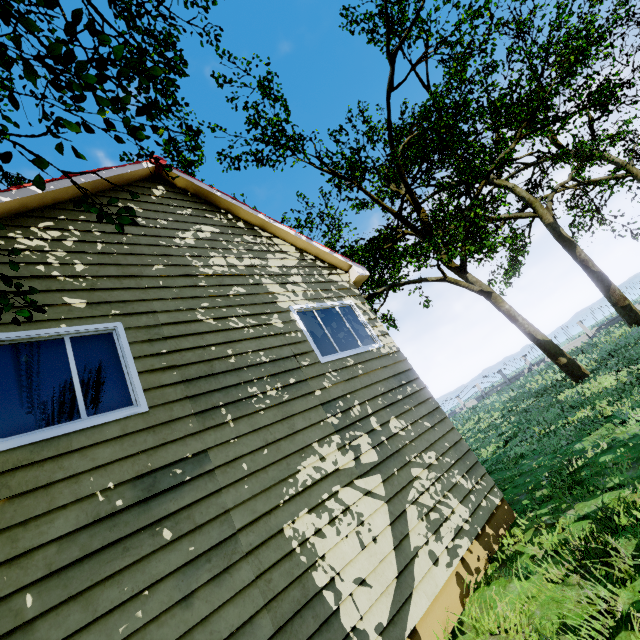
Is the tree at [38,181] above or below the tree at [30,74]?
below

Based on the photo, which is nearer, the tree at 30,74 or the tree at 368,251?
the tree at 30,74

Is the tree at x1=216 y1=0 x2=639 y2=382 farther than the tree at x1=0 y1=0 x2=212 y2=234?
Yes

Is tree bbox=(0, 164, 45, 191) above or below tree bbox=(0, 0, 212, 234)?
below

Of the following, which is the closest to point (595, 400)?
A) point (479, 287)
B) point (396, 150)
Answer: point (479, 287)
